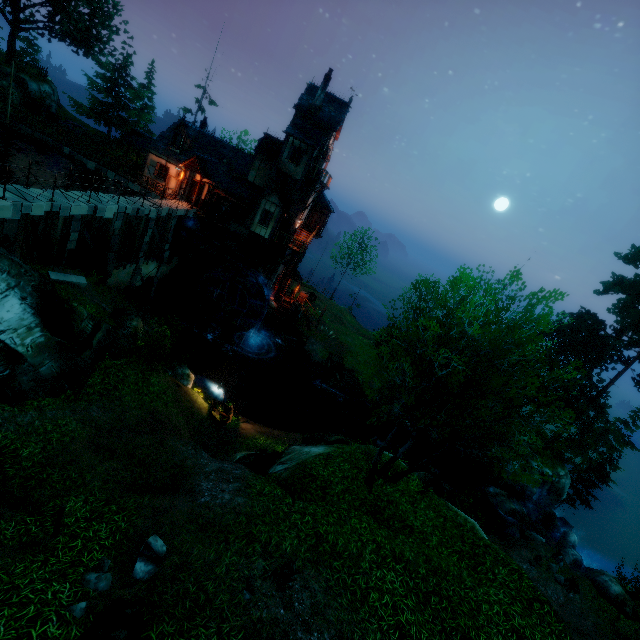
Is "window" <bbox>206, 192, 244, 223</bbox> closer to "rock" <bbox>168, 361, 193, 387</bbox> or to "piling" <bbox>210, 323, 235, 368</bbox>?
"piling" <bbox>210, 323, 235, 368</bbox>

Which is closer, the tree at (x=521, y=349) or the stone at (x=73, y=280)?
the tree at (x=521, y=349)

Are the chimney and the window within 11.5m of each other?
yes

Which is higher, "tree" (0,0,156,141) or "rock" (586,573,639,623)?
"tree" (0,0,156,141)

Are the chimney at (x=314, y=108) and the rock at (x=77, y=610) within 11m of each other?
no

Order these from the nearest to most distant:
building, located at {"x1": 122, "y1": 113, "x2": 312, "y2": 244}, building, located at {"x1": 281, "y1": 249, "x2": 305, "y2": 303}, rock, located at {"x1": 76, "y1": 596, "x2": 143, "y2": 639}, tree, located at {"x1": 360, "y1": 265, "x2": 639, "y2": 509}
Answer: rock, located at {"x1": 76, "y1": 596, "x2": 143, "y2": 639} < tree, located at {"x1": 360, "y1": 265, "x2": 639, "y2": 509} < building, located at {"x1": 122, "y1": 113, "x2": 312, "y2": 244} < building, located at {"x1": 281, "y1": 249, "x2": 305, "y2": 303}

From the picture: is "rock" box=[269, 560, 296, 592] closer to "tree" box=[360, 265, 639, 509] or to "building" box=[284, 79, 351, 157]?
"tree" box=[360, 265, 639, 509]

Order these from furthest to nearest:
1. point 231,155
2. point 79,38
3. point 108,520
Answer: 1. point 79,38
2. point 231,155
3. point 108,520
